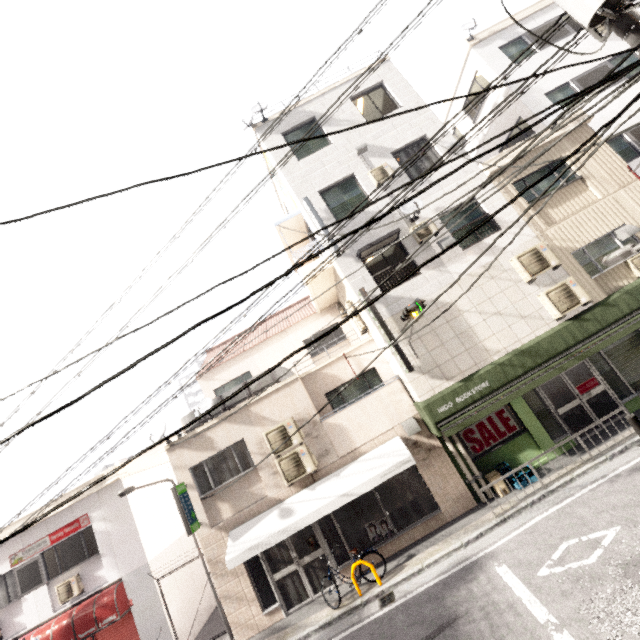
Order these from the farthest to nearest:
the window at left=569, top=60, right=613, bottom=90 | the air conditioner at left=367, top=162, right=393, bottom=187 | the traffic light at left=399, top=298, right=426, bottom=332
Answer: the window at left=569, top=60, right=613, bottom=90 < the air conditioner at left=367, top=162, right=393, bottom=187 < the traffic light at left=399, top=298, right=426, bottom=332

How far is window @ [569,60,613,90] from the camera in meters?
12.8

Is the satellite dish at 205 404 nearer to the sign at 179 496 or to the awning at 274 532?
the sign at 179 496

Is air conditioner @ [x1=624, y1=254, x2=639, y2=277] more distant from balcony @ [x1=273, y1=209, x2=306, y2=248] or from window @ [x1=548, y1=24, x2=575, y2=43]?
window @ [x1=548, y1=24, x2=575, y2=43]

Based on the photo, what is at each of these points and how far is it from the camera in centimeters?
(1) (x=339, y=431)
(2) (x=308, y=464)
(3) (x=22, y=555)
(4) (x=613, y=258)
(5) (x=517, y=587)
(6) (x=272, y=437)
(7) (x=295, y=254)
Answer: (1) balcony, 1029cm
(2) air conditioner, 983cm
(3) sign, 1121cm
(4) street light, 490cm
(5) ground decal, 606cm
(6) air conditioner, 1011cm
(7) balcony, 1179cm

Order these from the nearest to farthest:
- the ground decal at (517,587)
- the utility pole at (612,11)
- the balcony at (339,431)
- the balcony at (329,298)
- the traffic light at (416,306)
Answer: the utility pole at (612,11), the ground decal at (517,587), the traffic light at (416,306), the balcony at (339,431), the balcony at (329,298)

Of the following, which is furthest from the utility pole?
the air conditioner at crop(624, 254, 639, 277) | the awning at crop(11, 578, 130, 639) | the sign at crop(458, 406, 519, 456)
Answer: the awning at crop(11, 578, 130, 639)

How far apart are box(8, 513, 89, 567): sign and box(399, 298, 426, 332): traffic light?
12.5m
